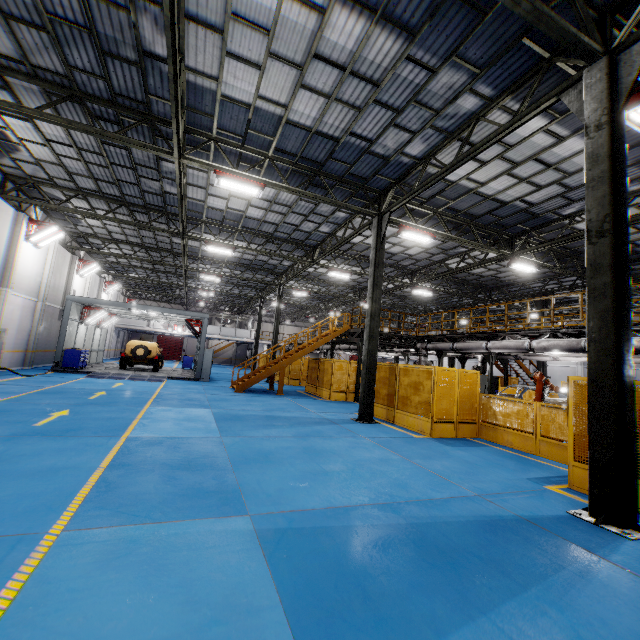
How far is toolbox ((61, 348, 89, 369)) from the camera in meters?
18.6 m

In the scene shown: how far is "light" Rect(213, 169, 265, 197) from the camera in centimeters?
1055cm

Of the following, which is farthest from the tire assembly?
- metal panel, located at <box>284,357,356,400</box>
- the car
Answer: metal panel, located at <box>284,357,356,400</box>

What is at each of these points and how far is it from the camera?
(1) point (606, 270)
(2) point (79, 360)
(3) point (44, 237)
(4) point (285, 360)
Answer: (1) metal pole, 5.3m
(2) toolbox, 18.9m
(3) light, 17.5m
(4) metal stair, 18.2m

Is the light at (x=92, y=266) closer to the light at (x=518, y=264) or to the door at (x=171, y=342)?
the door at (x=171, y=342)

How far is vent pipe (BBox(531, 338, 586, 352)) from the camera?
11.1m

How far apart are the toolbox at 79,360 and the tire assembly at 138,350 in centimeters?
228cm

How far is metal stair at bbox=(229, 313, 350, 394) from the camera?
17.50m
